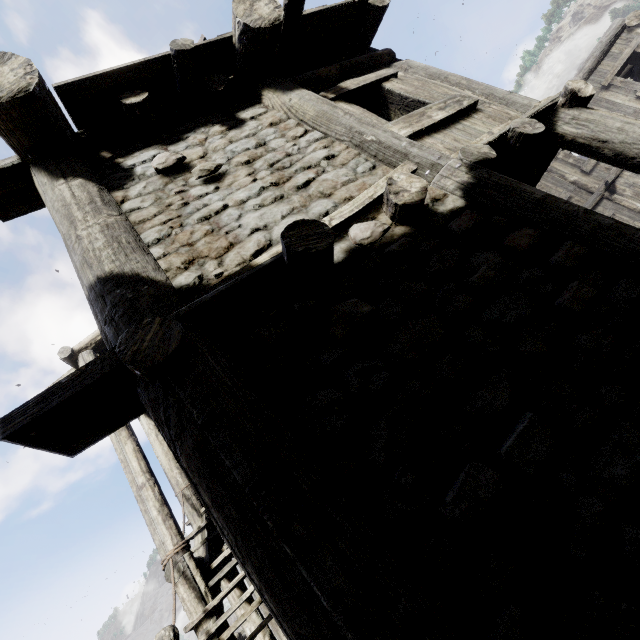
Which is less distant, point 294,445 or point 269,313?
point 294,445
